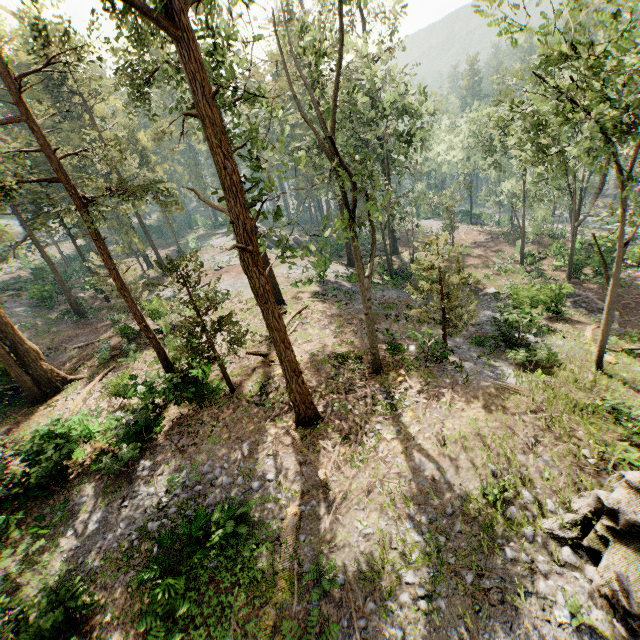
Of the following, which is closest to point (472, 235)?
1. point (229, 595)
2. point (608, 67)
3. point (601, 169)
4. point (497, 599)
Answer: point (608, 67)

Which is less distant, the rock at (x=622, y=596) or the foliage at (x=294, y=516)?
the rock at (x=622, y=596)

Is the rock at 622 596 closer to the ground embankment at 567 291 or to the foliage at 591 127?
the foliage at 591 127

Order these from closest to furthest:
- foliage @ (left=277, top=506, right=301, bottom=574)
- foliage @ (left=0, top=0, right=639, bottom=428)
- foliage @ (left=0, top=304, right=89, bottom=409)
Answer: foliage @ (left=277, top=506, right=301, bottom=574)
foliage @ (left=0, top=0, right=639, bottom=428)
foliage @ (left=0, top=304, right=89, bottom=409)

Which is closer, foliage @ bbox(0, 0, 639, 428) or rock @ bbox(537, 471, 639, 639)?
rock @ bbox(537, 471, 639, 639)

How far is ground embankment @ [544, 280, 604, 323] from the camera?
24.0m

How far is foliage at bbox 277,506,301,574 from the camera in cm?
917

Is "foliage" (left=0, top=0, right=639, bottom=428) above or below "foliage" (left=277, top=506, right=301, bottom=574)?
above
